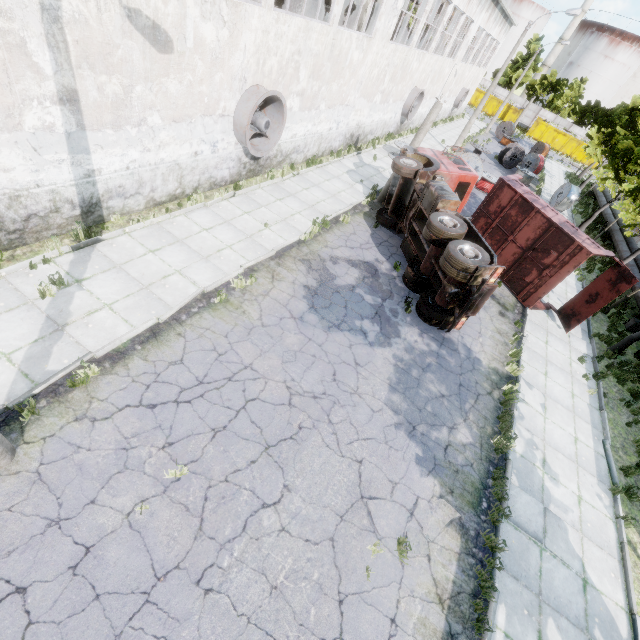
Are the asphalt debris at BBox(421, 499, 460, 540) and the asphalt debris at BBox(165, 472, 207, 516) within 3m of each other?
no

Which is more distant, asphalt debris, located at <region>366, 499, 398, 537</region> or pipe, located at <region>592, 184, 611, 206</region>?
pipe, located at <region>592, 184, 611, 206</region>

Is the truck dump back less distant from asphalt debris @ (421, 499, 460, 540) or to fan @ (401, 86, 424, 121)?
asphalt debris @ (421, 499, 460, 540)

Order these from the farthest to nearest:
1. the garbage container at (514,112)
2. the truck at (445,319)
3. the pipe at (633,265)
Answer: the garbage container at (514,112), the pipe at (633,265), the truck at (445,319)

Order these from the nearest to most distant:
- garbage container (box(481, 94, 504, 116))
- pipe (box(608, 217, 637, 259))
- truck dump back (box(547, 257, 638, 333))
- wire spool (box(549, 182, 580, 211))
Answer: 1. truck dump back (box(547, 257, 638, 333))
2. pipe (box(608, 217, 637, 259))
3. wire spool (box(549, 182, 580, 211))
4. garbage container (box(481, 94, 504, 116))

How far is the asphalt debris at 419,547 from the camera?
6.1 meters

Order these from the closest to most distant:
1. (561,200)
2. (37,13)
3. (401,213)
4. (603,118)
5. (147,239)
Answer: (37,13) < (147,239) < (401,213) < (561,200) < (603,118)

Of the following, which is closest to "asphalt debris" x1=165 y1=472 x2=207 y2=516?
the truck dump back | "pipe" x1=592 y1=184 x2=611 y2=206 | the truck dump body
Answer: the truck dump body
